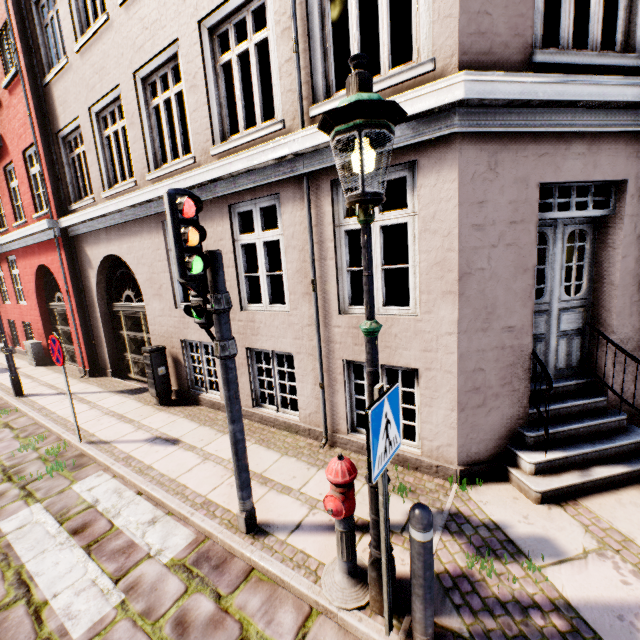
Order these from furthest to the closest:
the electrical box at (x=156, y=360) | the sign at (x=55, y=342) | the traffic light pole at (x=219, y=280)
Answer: the electrical box at (x=156, y=360) → the sign at (x=55, y=342) → the traffic light pole at (x=219, y=280)

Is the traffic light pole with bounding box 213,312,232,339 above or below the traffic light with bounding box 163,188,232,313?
below

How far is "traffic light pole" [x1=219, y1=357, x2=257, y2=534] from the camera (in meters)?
3.15

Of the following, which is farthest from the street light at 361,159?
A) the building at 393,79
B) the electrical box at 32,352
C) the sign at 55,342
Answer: the electrical box at 32,352

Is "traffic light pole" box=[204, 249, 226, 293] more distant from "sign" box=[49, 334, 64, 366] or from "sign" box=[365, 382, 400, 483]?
"sign" box=[49, 334, 64, 366]

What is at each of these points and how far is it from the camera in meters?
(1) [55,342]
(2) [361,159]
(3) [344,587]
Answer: (1) sign, 5.2 m
(2) street light, 1.9 m
(3) hydrant, 2.7 m

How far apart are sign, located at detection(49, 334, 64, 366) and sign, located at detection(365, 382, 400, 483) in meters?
5.5 m

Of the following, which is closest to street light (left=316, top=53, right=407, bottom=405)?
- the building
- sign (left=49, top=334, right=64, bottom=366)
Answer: the building
